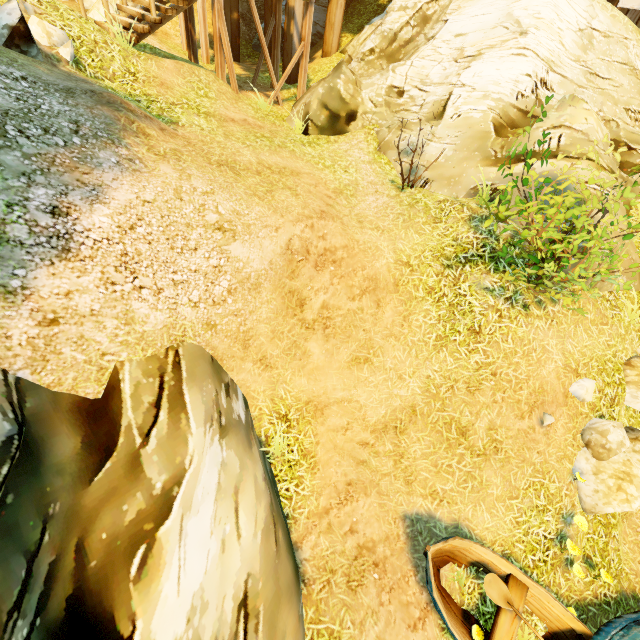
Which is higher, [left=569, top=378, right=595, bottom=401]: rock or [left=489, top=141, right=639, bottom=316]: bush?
→ [left=489, top=141, right=639, bottom=316]: bush

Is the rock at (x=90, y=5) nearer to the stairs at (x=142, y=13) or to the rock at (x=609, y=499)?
the stairs at (x=142, y=13)

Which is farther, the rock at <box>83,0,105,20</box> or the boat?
the rock at <box>83,0,105,20</box>

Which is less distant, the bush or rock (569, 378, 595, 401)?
the bush

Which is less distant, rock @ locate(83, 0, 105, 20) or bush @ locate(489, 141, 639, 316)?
bush @ locate(489, 141, 639, 316)

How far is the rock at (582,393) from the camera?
5.7 meters

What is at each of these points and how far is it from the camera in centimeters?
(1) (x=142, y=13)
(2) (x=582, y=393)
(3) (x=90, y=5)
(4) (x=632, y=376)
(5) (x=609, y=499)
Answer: (1) stairs, 773cm
(2) rock, 575cm
(3) rock, 1080cm
(4) rock, 613cm
(5) rock, 525cm

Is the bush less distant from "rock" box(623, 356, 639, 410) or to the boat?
"rock" box(623, 356, 639, 410)
